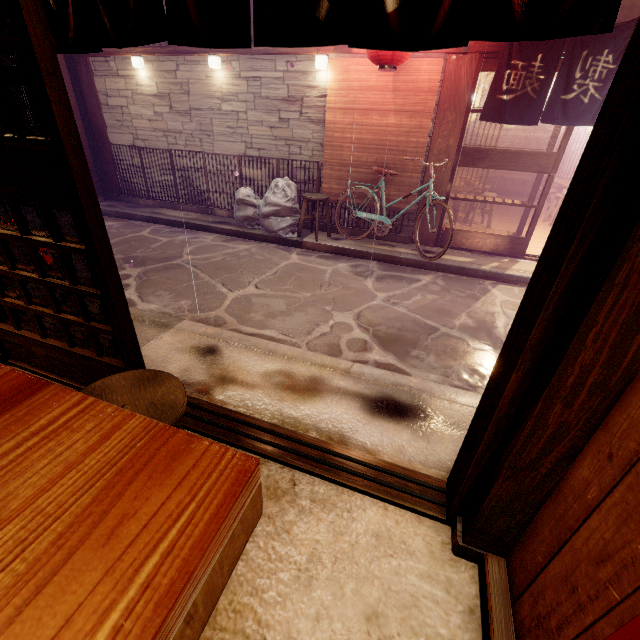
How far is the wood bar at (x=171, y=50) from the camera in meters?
9.3

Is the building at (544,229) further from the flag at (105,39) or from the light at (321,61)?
the flag at (105,39)

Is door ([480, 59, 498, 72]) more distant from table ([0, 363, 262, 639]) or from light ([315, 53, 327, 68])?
table ([0, 363, 262, 639])

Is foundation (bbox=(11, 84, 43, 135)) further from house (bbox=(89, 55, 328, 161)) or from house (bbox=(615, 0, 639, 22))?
house (bbox=(615, 0, 639, 22))

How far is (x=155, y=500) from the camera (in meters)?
1.08

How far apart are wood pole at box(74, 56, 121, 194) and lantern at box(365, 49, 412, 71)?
11.1 meters

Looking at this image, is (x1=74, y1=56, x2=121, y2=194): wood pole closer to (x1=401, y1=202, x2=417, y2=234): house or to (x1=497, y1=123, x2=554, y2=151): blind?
(x1=401, y1=202, x2=417, y2=234): house

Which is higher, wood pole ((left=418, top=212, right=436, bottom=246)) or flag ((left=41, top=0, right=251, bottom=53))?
flag ((left=41, top=0, right=251, bottom=53))
